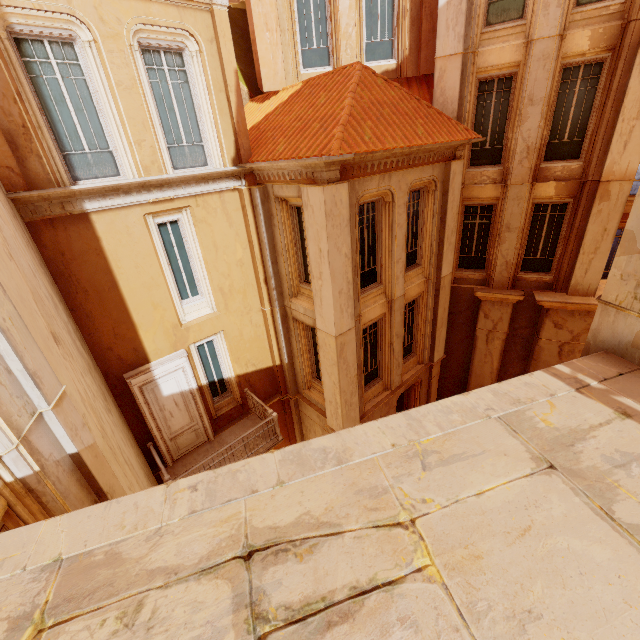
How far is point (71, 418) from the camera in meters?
3.7

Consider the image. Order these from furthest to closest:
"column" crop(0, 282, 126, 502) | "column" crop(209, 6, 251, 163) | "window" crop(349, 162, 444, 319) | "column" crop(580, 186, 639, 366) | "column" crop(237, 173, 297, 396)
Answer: "column" crop(237, 173, 297, 396) < "window" crop(349, 162, 444, 319) < "column" crop(209, 6, 251, 163) < "column" crop(0, 282, 126, 502) < "column" crop(580, 186, 639, 366)

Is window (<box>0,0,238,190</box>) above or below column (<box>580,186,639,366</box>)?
above

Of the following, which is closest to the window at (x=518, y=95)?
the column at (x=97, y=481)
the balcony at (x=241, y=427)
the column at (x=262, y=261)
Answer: the column at (x=262, y=261)

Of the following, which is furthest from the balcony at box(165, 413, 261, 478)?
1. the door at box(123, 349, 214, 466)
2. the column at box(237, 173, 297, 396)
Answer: the column at box(237, 173, 297, 396)

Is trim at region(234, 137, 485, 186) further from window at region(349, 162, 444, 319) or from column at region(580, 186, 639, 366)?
column at region(580, 186, 639, 366)

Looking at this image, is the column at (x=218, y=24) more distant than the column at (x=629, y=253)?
Yes

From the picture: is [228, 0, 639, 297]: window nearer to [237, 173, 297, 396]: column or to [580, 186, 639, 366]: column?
[237, 173, 297, 396]: column
